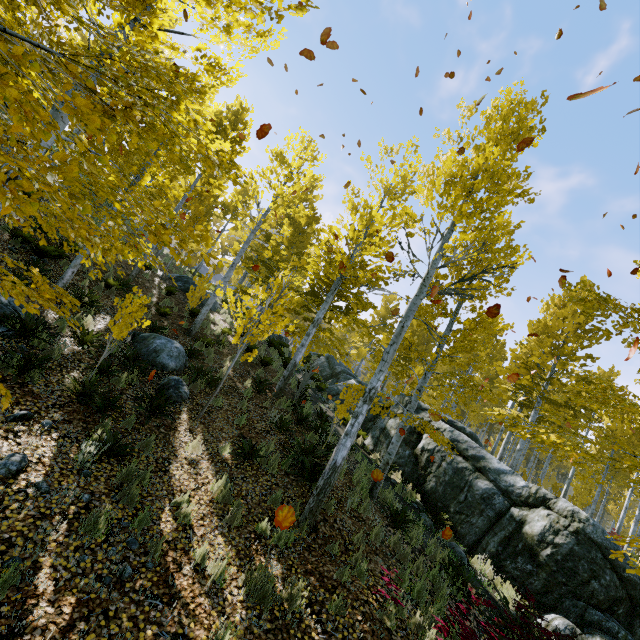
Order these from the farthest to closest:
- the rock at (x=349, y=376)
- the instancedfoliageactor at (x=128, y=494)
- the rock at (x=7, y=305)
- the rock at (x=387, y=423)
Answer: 1. the rock at (x=349, y=376)
2. the rock at (x=387, y=423)
3. the rock at (x=7, y=305)
4. the instancedfoliageactor at (x=128, y=494)

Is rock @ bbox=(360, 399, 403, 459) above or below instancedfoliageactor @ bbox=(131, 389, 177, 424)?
above

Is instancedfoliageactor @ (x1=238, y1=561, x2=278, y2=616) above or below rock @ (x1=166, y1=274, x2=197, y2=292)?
below

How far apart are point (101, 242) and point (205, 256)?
2.7m

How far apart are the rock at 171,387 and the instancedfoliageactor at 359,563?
5.3 meters

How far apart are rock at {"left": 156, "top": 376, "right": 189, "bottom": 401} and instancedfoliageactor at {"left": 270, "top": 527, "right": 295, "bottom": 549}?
4.3 meters

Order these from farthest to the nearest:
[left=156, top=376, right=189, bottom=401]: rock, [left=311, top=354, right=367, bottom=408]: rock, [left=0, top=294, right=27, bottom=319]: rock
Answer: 1. [left=311, top=354, right=367, bottom=408]: rock
2. [left=156, top=376, right=189, bottom=401]: rock
3. [left=0, top=294, right=27, bottom=319]: rock

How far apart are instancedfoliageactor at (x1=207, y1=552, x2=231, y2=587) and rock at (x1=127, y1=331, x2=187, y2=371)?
6.04m
